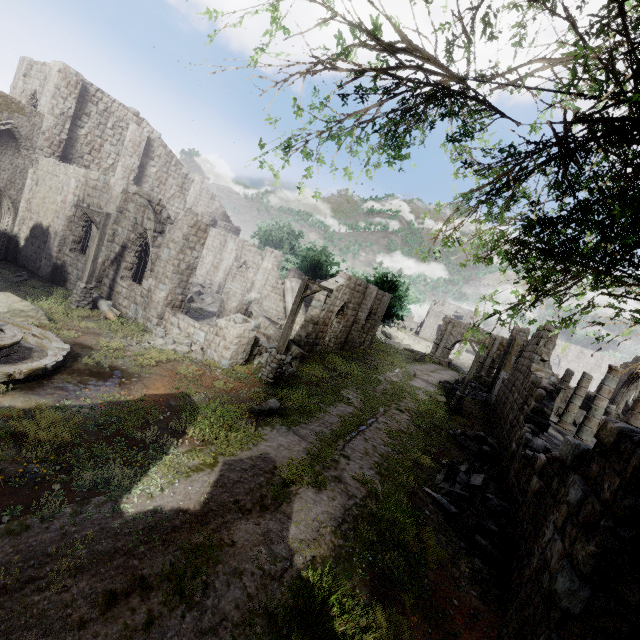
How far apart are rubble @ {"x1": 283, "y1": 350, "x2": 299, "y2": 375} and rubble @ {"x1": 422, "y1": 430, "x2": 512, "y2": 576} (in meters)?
7.53

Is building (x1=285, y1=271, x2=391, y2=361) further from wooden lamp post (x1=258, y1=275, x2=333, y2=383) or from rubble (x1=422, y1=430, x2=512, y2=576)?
wooden lamp post (x1=258, y1=275, x2=333, y2=383)

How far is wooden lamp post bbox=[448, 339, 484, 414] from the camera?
20.2 meters

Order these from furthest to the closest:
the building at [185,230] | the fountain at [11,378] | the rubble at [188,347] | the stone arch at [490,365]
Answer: the stone arch at [490,365] < the building at [185,230] < the rubble at [188,347] < the fountain at [11,378]

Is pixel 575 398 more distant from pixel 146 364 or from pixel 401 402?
pixel 146 364

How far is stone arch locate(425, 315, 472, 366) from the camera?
40.56m

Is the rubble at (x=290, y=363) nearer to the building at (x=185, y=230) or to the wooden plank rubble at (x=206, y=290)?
the building at (x=185, y=230)

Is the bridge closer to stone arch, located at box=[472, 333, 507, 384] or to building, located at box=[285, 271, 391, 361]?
stone arch, located at box=[472, 333, 507, 384]
